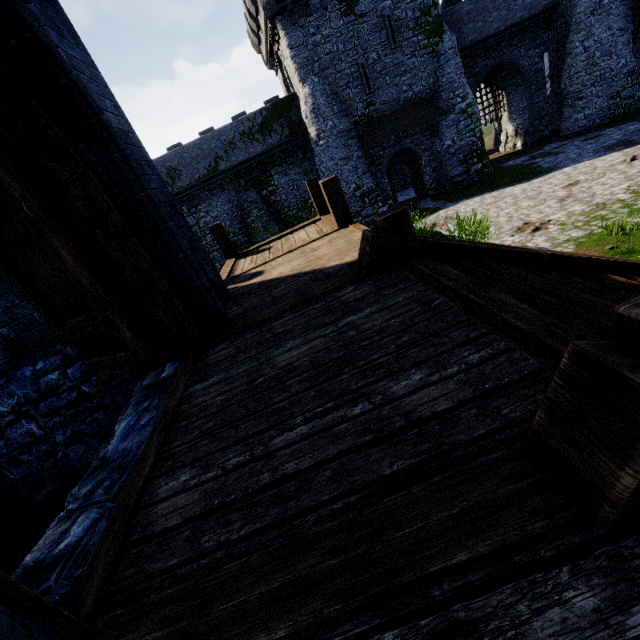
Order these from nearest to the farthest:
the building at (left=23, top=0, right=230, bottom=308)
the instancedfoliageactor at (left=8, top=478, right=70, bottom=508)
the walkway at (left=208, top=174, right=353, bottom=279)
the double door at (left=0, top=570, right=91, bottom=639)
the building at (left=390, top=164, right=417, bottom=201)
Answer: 1. the double door at (left=0, top=570, right=91, bottom=639)
2. the building at (left=23, top=0, right=230, bottom=308)
3. the instancedfoliageactor at (left=8, top=478, right=70, bottom=508)
4. the walkway at (left=208, top=174, right=353, bottom=279)
5. the building at (left=390, top=164, right=417, bottom=201)

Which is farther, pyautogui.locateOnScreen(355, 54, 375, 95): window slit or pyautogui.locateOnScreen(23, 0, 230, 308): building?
pyautogui.locateOnScreen(355, 54, 375, 95): window slit

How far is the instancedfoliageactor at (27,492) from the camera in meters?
4.3 m

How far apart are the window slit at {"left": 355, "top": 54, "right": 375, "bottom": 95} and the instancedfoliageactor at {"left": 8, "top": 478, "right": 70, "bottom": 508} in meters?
24.8

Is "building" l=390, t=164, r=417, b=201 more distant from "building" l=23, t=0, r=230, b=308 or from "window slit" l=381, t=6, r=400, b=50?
"building" l=23, t=0, r=230, b=308

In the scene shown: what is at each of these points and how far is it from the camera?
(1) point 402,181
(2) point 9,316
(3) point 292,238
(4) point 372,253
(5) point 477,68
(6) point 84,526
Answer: (1) building, 31.5m
(2) building, 4.6m
(3) walkway, 8.6m
(4) stairs, 3.7m
(5) building, 24.4m
(6) stairs, 2.1m

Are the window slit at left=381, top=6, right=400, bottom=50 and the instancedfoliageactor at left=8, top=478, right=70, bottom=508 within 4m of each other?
no

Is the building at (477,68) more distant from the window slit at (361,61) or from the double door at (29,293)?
the double door at (29,293)
